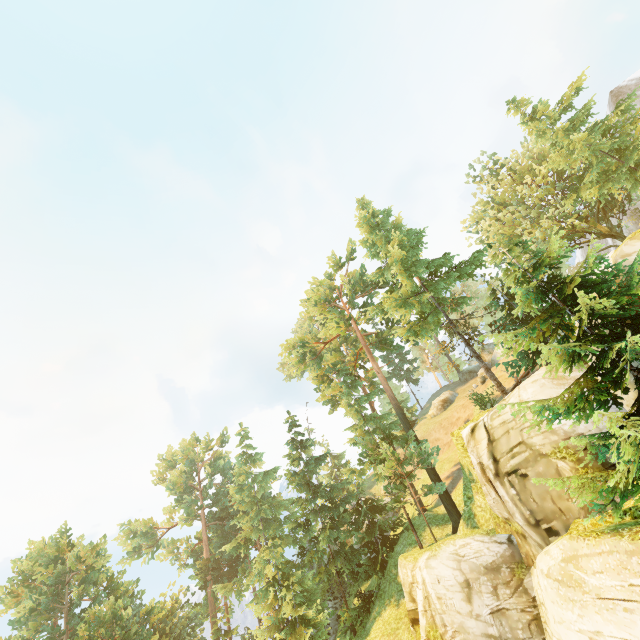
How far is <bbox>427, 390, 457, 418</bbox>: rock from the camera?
43.6 meters

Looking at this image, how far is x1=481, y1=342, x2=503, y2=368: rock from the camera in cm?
4641

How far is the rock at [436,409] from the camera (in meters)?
43.62

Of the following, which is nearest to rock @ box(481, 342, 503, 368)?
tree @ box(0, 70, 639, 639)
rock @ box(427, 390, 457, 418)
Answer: rock @ box(427, 390, 457, 418)

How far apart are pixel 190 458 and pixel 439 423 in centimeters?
3507cm

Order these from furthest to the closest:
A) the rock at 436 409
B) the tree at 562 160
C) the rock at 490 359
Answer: the rock at 490 359 → the rock at 436 409 → the tree at 562 160

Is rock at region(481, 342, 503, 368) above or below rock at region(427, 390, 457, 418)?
above
